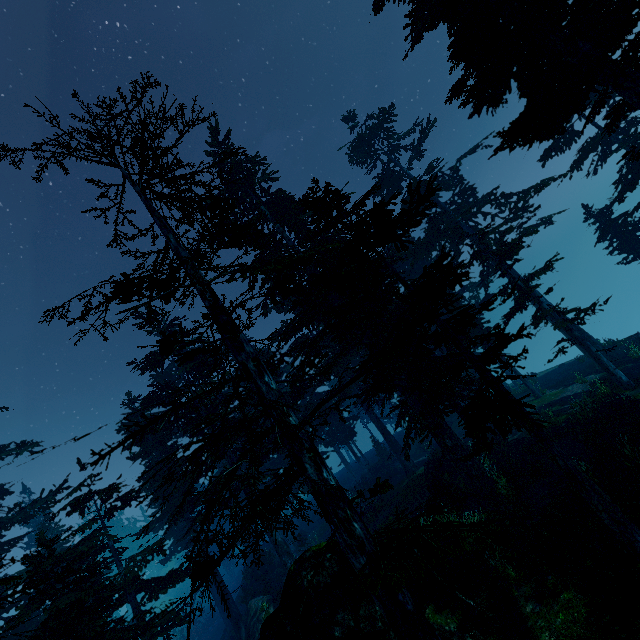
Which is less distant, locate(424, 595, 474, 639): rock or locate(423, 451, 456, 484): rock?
locate(424, 595, 474, 639): rock

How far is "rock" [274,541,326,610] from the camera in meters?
9.5 m

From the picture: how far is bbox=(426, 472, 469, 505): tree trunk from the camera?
15.7m

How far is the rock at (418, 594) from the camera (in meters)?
9.85

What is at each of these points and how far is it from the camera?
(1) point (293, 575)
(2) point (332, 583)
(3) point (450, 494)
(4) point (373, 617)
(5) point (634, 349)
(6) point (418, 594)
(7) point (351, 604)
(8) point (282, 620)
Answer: (1) rock, 9.6 meters
(2) rock, 9.1 meters
(3) tree trunk, 15.9 meters
(4) rock, 8.6 meters
(5) instancedfoliageactor, 20.3 meters
(6) rock, 11.1 meters
(7) rock, 8.8 meters
(8) rock, 8.9 meters

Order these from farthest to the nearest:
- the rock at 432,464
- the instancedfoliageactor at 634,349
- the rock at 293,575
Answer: the instancedfoliageactor at 634,349 < the rock at 432,464 < the rock at 293,575

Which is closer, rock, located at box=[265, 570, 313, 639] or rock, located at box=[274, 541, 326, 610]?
rock, located at box=[265, 570, 313, 639]

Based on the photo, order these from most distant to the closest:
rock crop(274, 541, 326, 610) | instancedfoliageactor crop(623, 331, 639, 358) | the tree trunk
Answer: instancedfoliageactor crop(623, 331, 639, 358)
the tree trunk
rock crop(274, 541, 326, 610)
